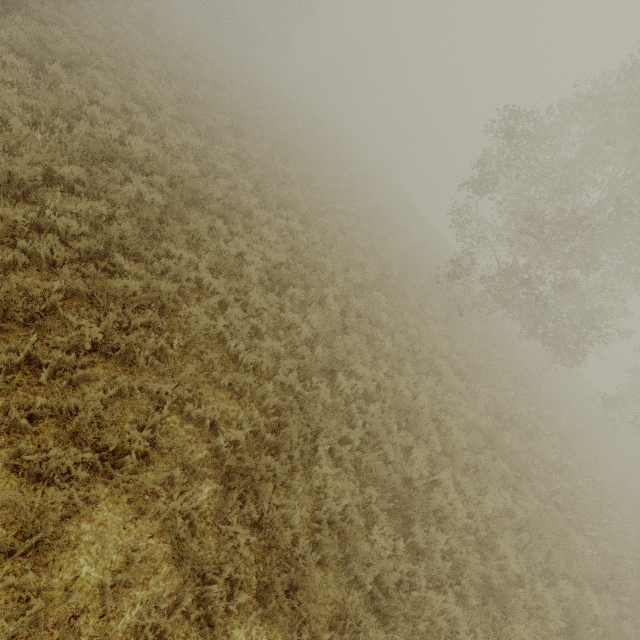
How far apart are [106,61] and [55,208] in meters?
8.8 m
